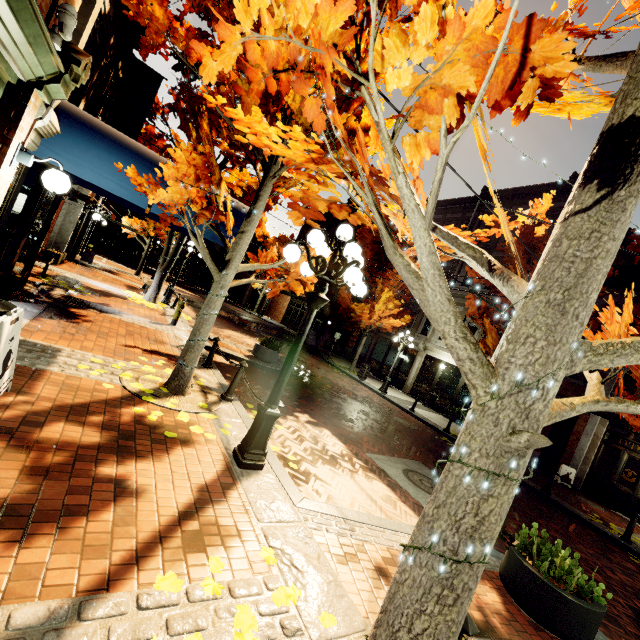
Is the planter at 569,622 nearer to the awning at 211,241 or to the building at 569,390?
the building at 569,390

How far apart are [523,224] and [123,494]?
14.8 meters

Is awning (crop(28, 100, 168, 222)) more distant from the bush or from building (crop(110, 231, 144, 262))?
the bush

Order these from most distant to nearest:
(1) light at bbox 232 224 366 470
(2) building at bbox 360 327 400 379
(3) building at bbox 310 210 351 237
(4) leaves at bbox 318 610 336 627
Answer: (3) building at bbox 310 210 351 237 < (2) building at bbox 360 327 400 379 < (1) light at bbox 232 224 366 470 < (4) leaves at bbox 318 610 336 627

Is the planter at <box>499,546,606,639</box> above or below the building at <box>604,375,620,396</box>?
below

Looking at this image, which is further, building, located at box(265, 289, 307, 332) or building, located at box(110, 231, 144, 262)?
building, located at box(110, 231, 144, 262)

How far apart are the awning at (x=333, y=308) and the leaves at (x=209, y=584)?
21.0m

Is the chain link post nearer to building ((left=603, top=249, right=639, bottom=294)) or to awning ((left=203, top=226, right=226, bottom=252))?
building ((left=603, top=249, right=639, bottom=294))
